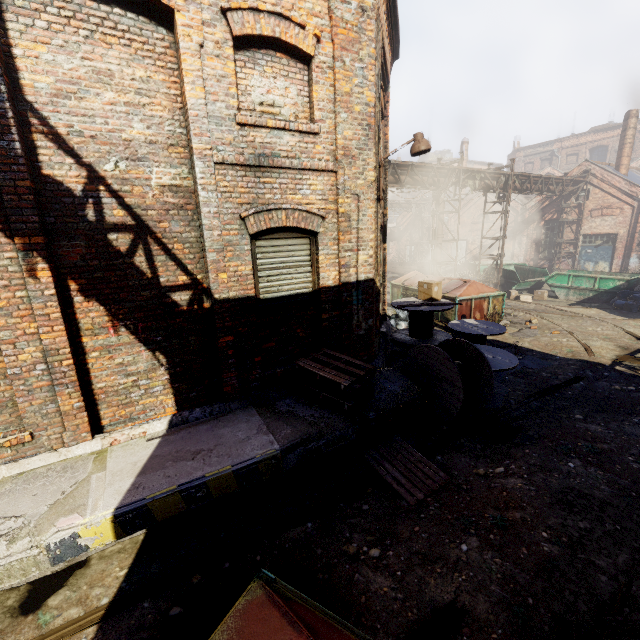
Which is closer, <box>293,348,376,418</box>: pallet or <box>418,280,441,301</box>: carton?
<box>293,348,376,418</box>: pallet

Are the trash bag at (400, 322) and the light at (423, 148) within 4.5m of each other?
no

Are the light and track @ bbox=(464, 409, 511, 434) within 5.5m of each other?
yes

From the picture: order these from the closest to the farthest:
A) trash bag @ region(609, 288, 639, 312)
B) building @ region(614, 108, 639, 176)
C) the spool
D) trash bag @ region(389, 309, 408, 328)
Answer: the spool, trash bag @ region(389, 309, 408, 328), trash bag @ region(609, 288, 639, 312), building @ region(614, 108, 639, 176)

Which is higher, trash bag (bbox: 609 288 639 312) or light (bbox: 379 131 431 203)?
light (bbox: 379 131 431 203)

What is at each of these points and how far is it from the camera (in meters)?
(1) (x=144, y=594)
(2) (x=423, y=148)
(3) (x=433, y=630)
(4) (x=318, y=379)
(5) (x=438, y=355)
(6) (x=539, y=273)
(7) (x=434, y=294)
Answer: (1) track, 3.49
(2) light, 6.13
(3) track, 3.04
(4) pallet, 5.43
(5) spool, 6.09
(6) container, 18.52
(7) carton, 8.31

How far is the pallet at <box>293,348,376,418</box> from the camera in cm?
521

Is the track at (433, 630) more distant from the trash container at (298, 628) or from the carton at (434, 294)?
the carton at (434, 294)
